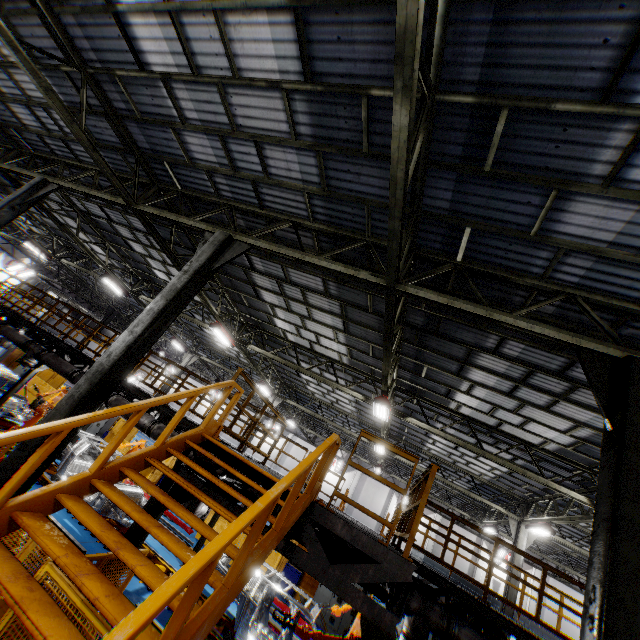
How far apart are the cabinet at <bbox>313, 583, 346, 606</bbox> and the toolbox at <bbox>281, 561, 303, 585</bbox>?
0.8m

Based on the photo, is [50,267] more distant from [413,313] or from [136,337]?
[413,313]

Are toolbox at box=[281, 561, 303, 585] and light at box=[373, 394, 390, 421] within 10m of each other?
yes

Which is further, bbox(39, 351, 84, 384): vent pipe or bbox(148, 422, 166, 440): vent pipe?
bbox(39, 351, 84, 384): vent pipe

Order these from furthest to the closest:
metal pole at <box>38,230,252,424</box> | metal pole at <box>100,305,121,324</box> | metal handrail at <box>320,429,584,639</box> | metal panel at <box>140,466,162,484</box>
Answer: metal pole at <box>100,305,121,324</box> → metal panel at <box>140,466,162,484</box> → metal pole at <box>38,230,252,424</box> → metal handrail at <box>320,429,584,639</box>

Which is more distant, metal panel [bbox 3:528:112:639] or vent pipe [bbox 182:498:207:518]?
vent pipe [bbox 182:498:207:518]

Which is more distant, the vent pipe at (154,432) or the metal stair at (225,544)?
the vent pipe at (154,432)

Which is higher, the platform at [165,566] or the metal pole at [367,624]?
the metal pole at [367,624]
